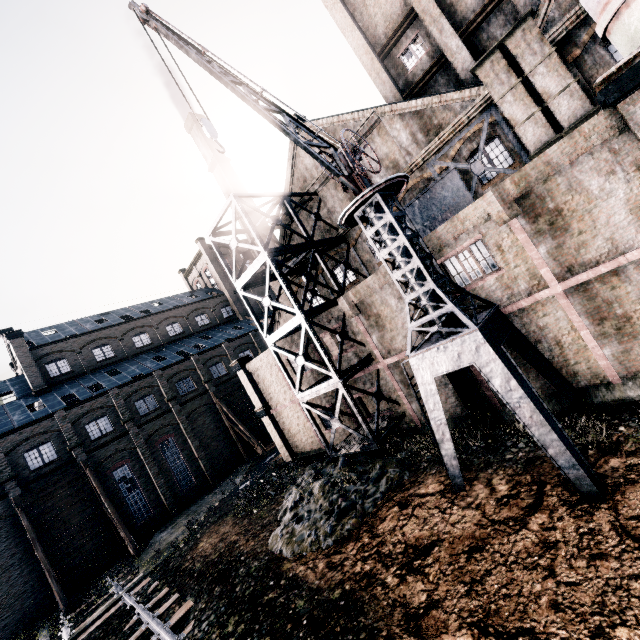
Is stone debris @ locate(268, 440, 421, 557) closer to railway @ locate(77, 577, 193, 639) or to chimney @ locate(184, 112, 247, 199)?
railway @ locate(77, 577, 193, 639)

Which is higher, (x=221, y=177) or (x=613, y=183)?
(x=221, y=177)

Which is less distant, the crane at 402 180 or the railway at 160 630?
the crane at 402 180

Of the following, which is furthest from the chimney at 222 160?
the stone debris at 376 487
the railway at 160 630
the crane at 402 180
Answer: the railway at 160 630

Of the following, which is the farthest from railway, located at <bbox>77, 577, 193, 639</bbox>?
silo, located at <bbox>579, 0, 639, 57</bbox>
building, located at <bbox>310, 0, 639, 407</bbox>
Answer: silo, located at <bbox>579, 0, 639, 57</bbox>

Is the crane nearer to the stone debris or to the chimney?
Result: the stone debris

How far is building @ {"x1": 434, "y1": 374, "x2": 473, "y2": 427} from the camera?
16.30m

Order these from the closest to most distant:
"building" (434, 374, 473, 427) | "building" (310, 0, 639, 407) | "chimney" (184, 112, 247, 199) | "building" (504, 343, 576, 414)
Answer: "building" (310, 0, 639, 407)
"building" (504, 343, 576, 414)
"building" (434, 374, 473, 427)
"chimney" (184, 112, 247, 199)
